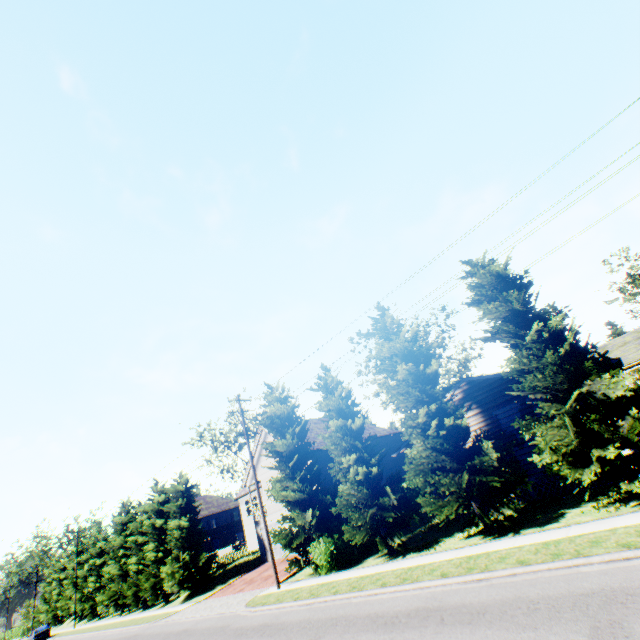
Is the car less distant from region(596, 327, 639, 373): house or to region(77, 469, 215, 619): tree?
region(77, 469, 215, 619): tree

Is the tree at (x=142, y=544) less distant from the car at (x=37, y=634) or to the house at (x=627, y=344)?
the house at (x=627, y=344)

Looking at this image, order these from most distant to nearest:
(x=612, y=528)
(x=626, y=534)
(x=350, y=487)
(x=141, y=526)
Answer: (x=141, y=526) < (x=350, y=487) < (x=612, y=528) < (x=626, y=534)

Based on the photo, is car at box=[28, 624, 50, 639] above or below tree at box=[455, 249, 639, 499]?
below

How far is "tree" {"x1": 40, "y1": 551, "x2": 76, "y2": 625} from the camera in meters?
49.5

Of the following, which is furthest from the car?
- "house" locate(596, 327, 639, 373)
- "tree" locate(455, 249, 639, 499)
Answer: "house" locate(596, 327, 639, 373)

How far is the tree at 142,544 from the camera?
29.7 meters
